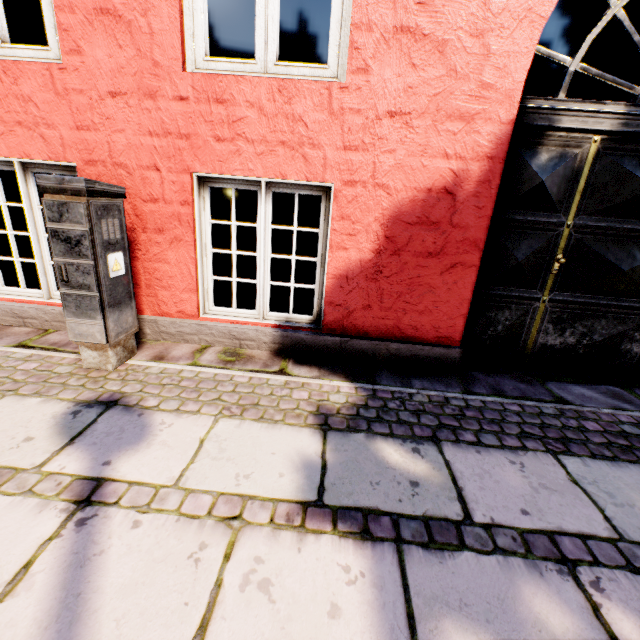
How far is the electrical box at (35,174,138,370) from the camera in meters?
1.9 m

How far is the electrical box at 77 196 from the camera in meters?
1.9 m

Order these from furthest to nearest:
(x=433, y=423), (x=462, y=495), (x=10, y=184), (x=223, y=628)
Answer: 1. (x=10, y=184)
2. (x=433, y=423)
3. (x=462, y=495)
4. (x=223, y=628)
